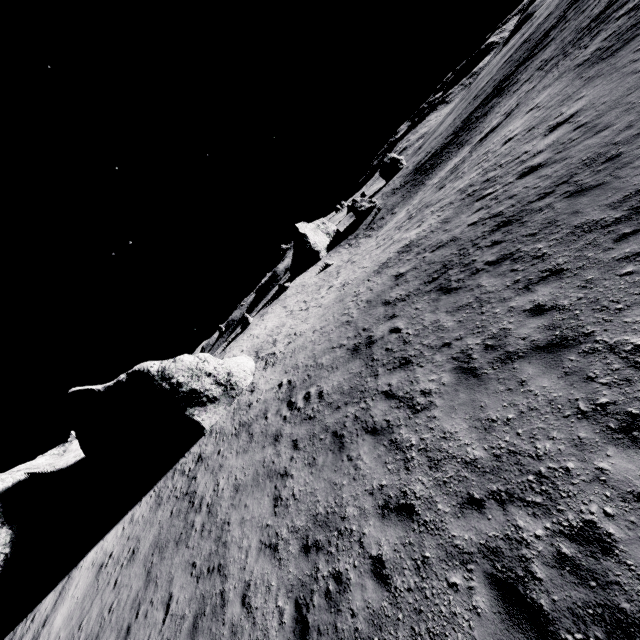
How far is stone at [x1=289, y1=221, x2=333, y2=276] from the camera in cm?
5547

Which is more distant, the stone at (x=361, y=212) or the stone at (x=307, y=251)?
the stone at (x=361, y=212)

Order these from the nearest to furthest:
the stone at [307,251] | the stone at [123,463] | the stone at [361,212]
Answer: the stone at [123,463] < the stone at [307,251] < the stone at [361,212]

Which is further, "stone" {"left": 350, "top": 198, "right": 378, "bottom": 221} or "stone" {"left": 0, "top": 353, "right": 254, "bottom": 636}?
"stone" {"left": 350, "top": 198, "right": 378, "bottom": 221}

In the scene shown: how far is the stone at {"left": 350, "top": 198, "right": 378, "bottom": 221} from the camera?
57.62m

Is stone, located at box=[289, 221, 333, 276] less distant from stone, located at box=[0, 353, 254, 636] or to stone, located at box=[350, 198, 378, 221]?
stone, located at box=[350, 198, 378, 221]

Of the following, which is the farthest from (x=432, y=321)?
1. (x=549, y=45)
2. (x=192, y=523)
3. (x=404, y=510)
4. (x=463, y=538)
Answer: (x=549, y=45)

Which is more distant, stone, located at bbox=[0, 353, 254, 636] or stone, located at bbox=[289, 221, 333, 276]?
stone, located at bbox=[289, 221, 333, 276]
